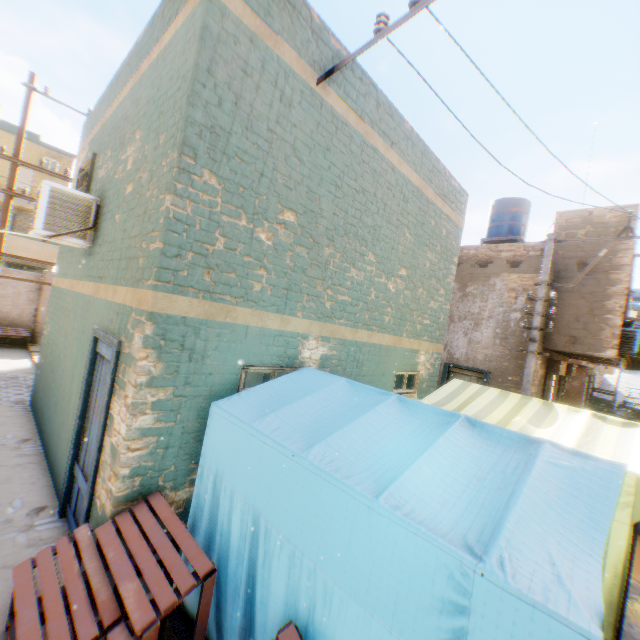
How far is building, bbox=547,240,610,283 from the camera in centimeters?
1062cm

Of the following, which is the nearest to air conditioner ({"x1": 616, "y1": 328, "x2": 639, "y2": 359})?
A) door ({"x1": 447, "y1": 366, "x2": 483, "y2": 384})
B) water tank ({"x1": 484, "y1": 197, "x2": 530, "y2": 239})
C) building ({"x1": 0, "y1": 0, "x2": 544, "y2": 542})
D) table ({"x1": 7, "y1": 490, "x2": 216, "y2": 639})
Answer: building ({"x1": 0, "y1": 0, "x2": 544, "y2": 542})

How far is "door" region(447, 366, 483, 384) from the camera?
10.89m

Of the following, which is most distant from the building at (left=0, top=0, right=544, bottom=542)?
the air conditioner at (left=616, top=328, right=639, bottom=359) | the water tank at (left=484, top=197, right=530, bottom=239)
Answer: the water tank at (left=484, top=197, right=530, bottom=239)

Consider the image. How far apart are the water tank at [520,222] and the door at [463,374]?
6.5 meters

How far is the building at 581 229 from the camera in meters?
10.3

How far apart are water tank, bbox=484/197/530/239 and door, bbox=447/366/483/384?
6.5m

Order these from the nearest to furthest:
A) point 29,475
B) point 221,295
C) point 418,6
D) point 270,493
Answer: point 270,493 → point 418,6 → point 221,295 → point 29,475
